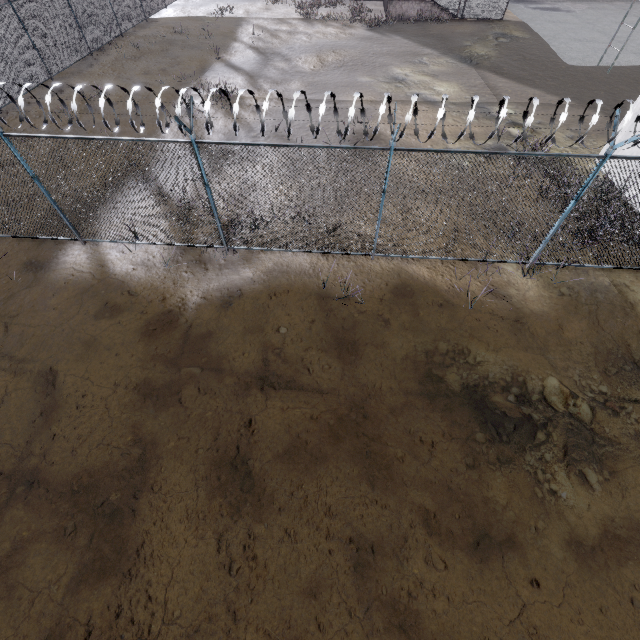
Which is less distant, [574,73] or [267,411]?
[267,411]
